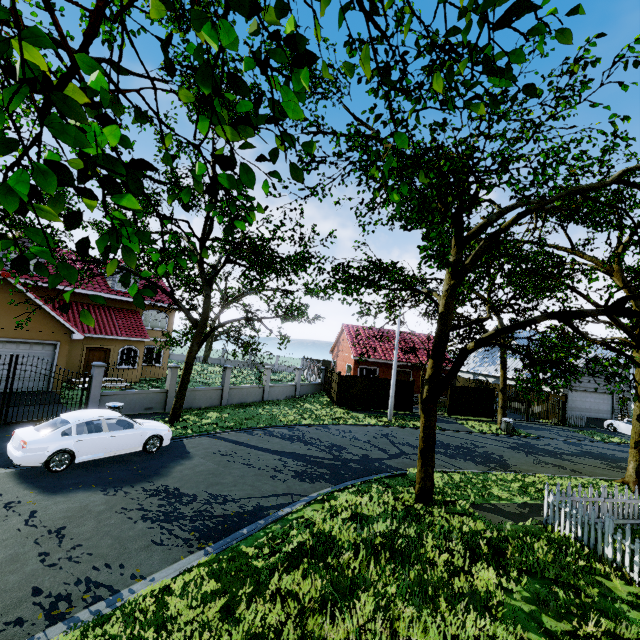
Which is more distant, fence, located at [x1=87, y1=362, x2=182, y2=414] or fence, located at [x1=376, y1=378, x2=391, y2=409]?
fence, located at [x1=376, y1=378, x2=391, y2=409]

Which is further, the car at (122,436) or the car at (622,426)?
the car at (622,426)

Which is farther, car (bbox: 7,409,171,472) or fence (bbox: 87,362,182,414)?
fence (bbox: 87,362,182,414)

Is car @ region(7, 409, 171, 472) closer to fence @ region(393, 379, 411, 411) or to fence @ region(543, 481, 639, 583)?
fence @ region(393, 379, 411, 411)

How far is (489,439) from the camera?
19.6m

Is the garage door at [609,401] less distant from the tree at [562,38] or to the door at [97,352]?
the tree at [562,38]

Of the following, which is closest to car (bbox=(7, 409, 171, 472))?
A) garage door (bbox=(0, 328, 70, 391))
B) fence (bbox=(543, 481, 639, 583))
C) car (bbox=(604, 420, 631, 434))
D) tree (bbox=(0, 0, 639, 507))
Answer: tree (bbox=(0, 0, 639, 507))

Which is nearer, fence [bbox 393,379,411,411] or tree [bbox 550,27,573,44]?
tree [bbox 550,27,573,44]
